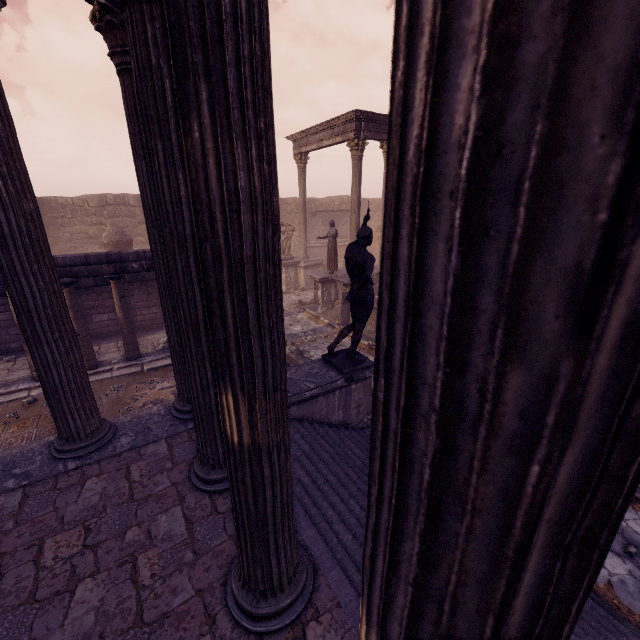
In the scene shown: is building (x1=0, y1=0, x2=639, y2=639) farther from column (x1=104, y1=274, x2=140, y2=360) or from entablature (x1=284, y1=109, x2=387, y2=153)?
entablature (x1=284, y1=109, x2=387, y2=153)

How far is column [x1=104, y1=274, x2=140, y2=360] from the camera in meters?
8.6 m

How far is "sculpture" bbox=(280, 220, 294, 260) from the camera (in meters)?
17.73

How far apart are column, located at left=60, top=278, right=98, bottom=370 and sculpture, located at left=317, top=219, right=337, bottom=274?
8.7 meters

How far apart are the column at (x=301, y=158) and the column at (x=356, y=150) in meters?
4.2 m

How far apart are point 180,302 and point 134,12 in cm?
204

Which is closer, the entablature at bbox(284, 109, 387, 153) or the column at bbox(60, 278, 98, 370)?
the column at bbox(60, 278, 98, 370)

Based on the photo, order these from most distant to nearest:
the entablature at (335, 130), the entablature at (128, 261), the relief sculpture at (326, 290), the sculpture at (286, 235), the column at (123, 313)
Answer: the sculpture at (286, 235)
the relief sculpture at (326, 290)
the entablature at (335, 130)
the column at (123, 313)
the entablature at (128, 261)
